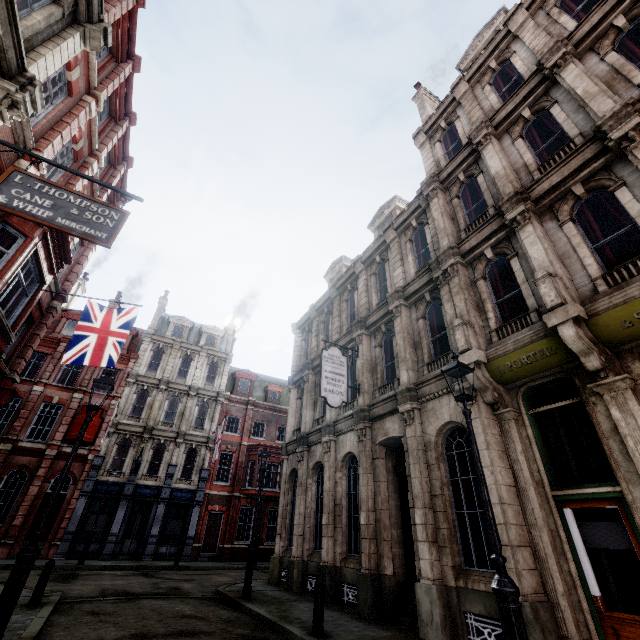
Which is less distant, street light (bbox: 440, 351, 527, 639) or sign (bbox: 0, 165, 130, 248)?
street light (bbox: 440, 351, 527, 639)

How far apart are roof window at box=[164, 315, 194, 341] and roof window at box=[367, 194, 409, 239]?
21.6 meters

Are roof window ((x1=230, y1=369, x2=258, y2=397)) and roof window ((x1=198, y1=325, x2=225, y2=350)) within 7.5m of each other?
yes

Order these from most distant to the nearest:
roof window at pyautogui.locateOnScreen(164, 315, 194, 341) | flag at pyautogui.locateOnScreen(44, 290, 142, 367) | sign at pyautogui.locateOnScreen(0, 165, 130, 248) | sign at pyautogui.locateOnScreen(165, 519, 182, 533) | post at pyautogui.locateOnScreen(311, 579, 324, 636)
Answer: roof window at pyautogui.locateOnScreen(164, 315, 194, 341), sign at pyautogui.locateOnScreen(165, 519, 182, 533), flag at pyautogui.locateOnScreen(44, 290, 142, 367), post at pyautogui.locateOnScreen(311, 579, 324, 636), sign at pyautogui.locateOnScreen(0, 165, 130, 248)

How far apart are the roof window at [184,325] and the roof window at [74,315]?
5.6m

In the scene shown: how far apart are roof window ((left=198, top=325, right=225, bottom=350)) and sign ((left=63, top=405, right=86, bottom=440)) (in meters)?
9.20

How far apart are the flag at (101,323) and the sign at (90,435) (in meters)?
14.76

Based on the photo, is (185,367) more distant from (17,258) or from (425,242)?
(425,242)
